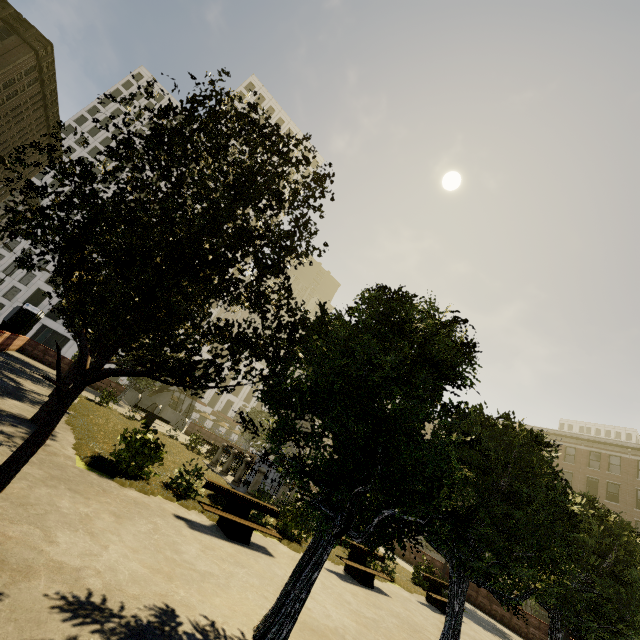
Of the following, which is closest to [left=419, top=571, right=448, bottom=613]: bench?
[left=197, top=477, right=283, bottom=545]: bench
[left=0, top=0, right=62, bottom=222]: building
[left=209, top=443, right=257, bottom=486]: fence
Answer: [left=197, top=477, right=283, bottom=545]: bench

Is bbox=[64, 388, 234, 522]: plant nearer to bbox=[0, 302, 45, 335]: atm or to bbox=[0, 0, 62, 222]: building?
bbox=[0, 302, 45, 335]: atm

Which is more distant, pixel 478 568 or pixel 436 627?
pixel 436 627

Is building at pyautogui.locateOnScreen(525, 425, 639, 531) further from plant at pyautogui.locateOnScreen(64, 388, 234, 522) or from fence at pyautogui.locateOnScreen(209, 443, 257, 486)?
fence at pyautogui.locateOnScreen(209, 443, 257, 486)

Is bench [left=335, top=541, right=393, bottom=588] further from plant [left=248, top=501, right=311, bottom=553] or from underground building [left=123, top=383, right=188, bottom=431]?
underground building [left=123, top=383, right=188, bottom=431]

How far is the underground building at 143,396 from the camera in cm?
3135

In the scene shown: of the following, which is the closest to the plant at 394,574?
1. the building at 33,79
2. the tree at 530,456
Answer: the tree at 530,456

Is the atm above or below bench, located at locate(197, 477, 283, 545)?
above
